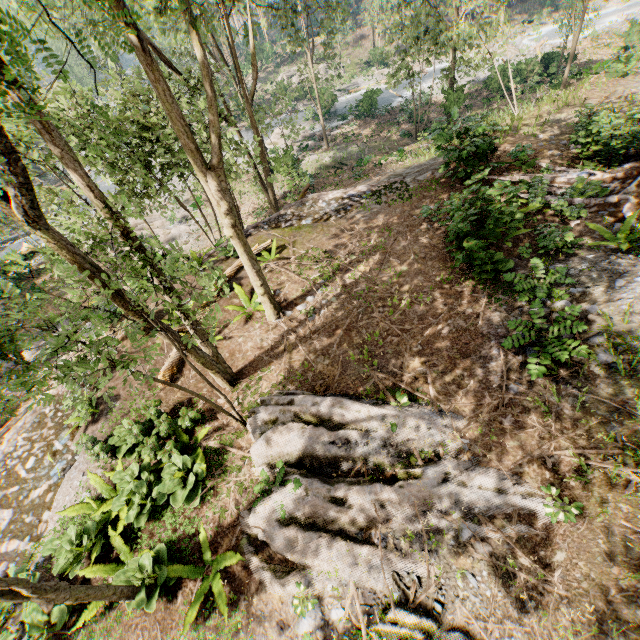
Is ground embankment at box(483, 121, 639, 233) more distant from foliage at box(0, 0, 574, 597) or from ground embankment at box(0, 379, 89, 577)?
ground embankment at box(0, 379, 89, 577)

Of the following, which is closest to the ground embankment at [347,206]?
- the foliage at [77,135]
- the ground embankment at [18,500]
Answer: → the foliage at [77,135]

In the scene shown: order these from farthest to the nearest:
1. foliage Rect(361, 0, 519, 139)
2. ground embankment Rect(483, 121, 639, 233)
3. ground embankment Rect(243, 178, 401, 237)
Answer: foliage Rect(361, 0, 519, 139)
ground embankment Rect(243, 178, 401, 237)
ground embankment Rect(483, 121, 639, 233)

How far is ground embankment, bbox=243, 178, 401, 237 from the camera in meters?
14.8 m

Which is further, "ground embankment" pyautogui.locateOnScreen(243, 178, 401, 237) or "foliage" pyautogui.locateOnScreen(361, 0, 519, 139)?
"foliage" pyautogui.locateOnScreen(361, 0, 519, 139)

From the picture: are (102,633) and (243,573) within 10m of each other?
yes

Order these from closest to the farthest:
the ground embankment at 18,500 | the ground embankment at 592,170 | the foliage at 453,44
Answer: the ground embankment at 18,500, the ground embankment at 592,170, the foliage at 453,44

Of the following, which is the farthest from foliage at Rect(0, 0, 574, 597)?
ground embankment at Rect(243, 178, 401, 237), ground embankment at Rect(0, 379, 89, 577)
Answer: ground embankment at Rect(243, 178, 401, 237)
